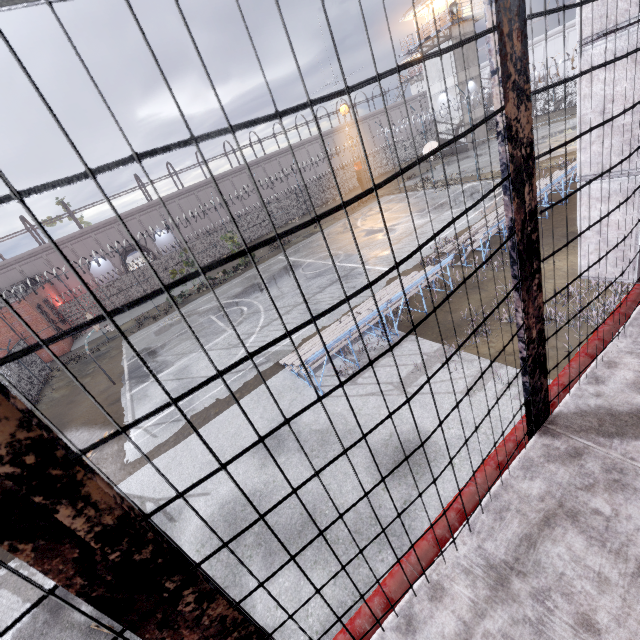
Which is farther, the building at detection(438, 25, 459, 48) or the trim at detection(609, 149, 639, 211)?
the building at detection(438, 25, 459, 48)

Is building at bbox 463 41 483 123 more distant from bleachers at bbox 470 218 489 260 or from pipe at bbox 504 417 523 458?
pipe at bbox 504 417 523 458

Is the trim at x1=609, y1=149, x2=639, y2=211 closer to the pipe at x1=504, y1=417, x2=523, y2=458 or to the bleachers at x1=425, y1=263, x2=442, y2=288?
the pipe at x1=504, y1=417, x2=523, y2=458

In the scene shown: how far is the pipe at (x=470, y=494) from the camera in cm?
245

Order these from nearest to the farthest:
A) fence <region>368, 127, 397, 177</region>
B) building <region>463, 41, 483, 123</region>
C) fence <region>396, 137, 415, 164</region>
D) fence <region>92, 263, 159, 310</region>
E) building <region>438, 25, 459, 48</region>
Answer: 1. fence <region>368, 127, 397, 177</region>
2. fence <region>92, 263, 159, 310</region>
3. building <region>438, 25, 459, 48</region>
4. building <region>463, 41, 483, 123</region>
5. fence <region>396, 137, 415, 164</region>

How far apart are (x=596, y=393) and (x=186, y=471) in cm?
967

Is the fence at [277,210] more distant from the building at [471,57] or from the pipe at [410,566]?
the building at [471,57]

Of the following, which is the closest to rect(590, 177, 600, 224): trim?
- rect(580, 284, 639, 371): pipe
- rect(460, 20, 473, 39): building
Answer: rect(580, 284, 639, 371): pipe
